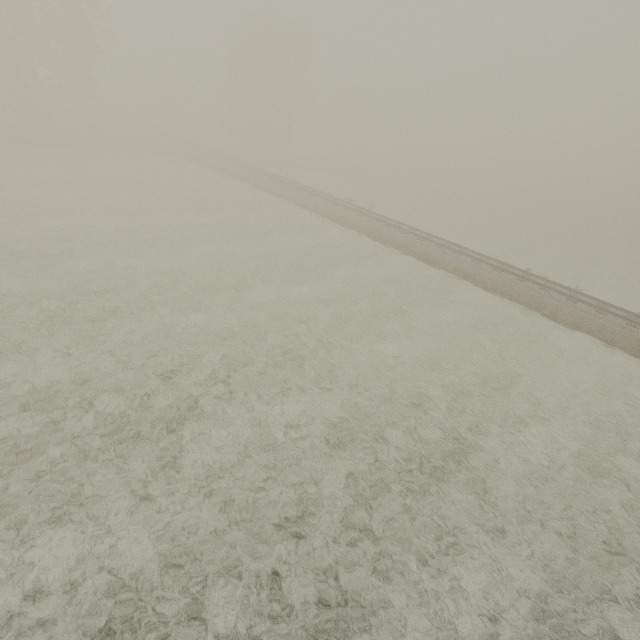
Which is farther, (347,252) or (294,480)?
(347,252)
